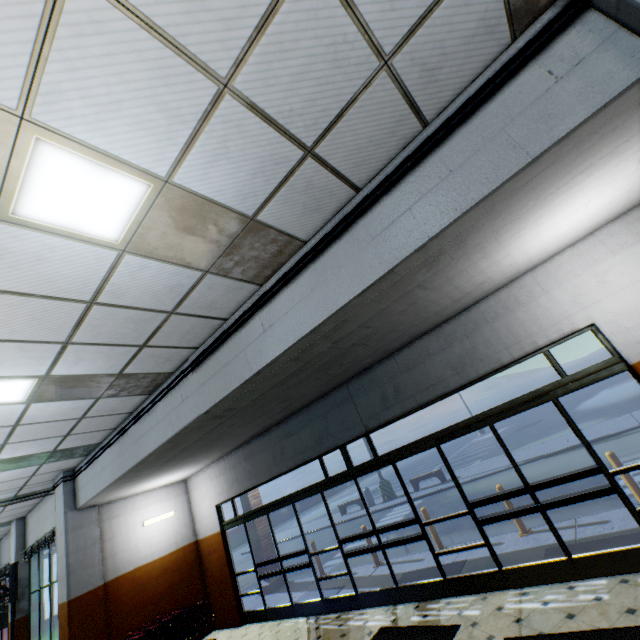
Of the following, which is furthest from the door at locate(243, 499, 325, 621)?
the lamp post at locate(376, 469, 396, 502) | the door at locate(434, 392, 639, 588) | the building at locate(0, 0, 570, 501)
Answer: the lamp post at locate(376, 469, 396, 502)

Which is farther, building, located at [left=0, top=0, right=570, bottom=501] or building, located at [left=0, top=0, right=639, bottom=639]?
building, located at [left=0, top=0, right=639, bottom=639]

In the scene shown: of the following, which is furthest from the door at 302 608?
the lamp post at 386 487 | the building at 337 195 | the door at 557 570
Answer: the lamp post at 386 487

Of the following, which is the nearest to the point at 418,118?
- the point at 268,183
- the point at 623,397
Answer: the point at 268,183

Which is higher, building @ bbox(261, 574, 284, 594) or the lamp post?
the lamp post

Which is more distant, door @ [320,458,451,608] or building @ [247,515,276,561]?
building @ [247,515,276,561]

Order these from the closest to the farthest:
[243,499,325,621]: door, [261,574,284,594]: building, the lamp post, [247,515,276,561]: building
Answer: [243,499,325,621]: door, [261,574,284,594]: building, [247,515,276,561]: building, the lamp post

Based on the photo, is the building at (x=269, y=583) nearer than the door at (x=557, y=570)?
No
